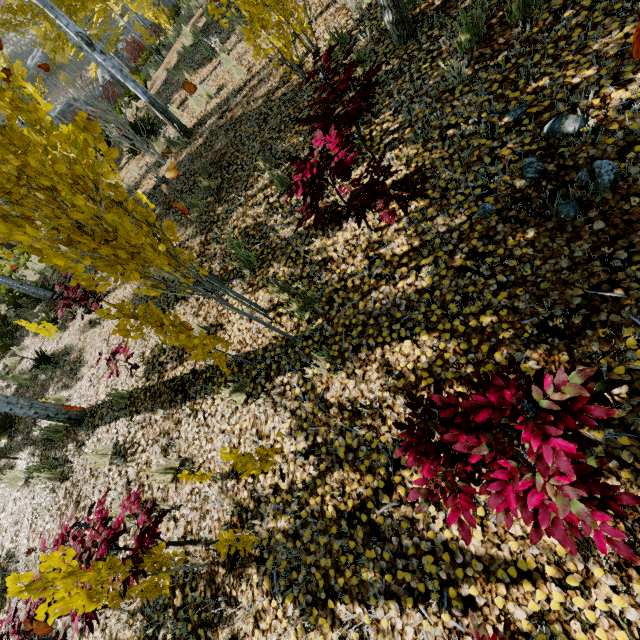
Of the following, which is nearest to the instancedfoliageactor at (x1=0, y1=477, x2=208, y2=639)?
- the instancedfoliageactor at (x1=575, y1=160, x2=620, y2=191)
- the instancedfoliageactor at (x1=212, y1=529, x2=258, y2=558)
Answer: the instancedfoliageactor at (x1=212, y1=529, x2=258, y2=558)

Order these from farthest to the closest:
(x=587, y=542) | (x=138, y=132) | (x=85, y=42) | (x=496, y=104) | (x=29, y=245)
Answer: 1. (x=29, y=245)
2. (x=138, y=132)
3. (x=85, y=42)
4. (x=496, y=104)
5. (x=587, y=542)

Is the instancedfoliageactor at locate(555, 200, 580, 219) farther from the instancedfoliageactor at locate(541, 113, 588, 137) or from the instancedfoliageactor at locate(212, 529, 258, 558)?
the instancedfoliageactor at locate(541, 113, 588, 137)

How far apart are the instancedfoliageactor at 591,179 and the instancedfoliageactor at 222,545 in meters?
3.9 m

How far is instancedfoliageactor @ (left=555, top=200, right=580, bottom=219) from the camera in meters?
2.4

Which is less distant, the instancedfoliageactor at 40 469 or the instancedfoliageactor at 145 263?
the instancedfoliageactor at 145 263

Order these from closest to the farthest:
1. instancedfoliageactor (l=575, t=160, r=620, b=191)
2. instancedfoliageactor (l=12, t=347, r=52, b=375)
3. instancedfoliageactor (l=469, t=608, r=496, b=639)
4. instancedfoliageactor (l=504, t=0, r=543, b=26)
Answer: instancedfoliageactor (l=469, t=608, r=496, b=639) < instancedfoliageactor (l=575, t=160, r=620, b=191) < instancedfoliageactor (l=504, t=0, r=543, b=26) < instancedfoliageactor (l=12, t=347, r=52, b=375)

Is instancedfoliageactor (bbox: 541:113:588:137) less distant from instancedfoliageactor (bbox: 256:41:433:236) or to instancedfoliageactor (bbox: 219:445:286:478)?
instancedfoliageactor (bbox: 256:41:433:236)
